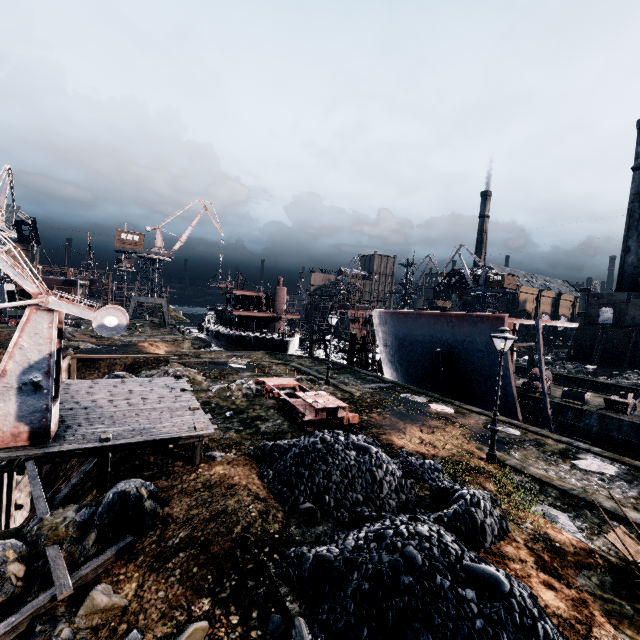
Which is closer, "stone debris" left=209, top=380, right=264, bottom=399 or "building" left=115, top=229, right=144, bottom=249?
"stone debris" left=209, top=380, right=264, bottom=399

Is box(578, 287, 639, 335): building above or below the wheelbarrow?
above

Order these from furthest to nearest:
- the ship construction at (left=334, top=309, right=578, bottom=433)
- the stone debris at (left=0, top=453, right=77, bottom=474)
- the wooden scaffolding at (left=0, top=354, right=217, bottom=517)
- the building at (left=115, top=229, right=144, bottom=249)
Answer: the building at (left=115, top=229, right=144, bottom=249), the ship construction at (left=334, top=309, right=578, bottom=433), the stone debris at (left=0, top=453, right=77, bottom=474), the wooden scaffolding at (left=0, top=354, right=217, bottom=517)

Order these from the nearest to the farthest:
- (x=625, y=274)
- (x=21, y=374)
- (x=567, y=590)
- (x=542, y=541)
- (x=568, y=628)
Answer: (x=568, y=628) < (x=567, y=590) < (x=542, y=541) < (x=21, y=374) < (x=625, y=274)

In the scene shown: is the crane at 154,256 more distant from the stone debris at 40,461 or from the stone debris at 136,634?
the stone debris at 136,634

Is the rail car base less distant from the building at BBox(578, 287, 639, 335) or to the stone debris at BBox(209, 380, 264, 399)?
the stone debris at BBox(209, 380, 264, 399)

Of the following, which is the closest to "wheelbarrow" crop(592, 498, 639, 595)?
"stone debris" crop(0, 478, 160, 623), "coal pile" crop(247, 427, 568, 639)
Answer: "coal pile" crop(247, 427, 568, 639)

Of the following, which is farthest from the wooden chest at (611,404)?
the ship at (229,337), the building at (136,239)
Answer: the building at (136,239)
